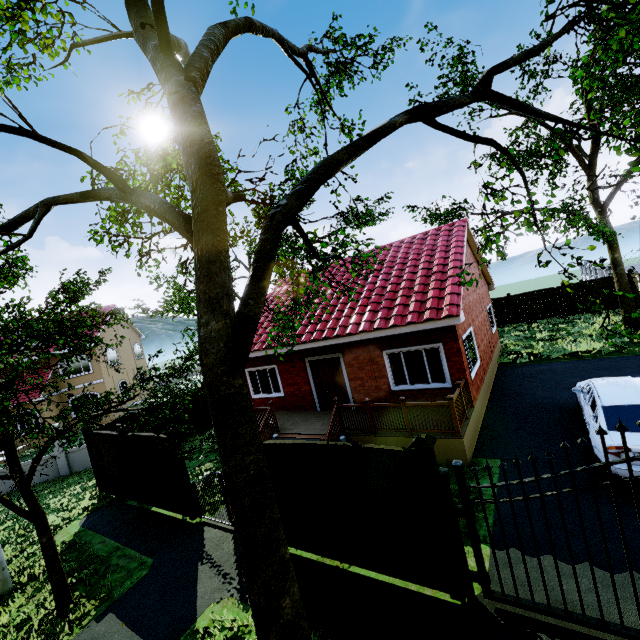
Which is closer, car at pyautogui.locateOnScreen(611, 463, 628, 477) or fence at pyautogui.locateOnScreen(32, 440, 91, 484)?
car at pyautogui.locateOnScreen(611, 463, 628, 477)

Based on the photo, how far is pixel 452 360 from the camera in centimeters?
986cm

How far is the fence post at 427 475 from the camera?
4.79m

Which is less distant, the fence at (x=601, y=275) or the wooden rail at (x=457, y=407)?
the wooden rail at (x=457, y=407)

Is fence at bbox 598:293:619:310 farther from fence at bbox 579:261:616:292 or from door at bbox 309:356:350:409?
door at bbox 309:356:350:409

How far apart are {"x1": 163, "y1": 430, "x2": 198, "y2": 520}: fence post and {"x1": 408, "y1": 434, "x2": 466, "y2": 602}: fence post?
6.64m

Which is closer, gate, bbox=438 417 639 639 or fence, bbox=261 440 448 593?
gate, bbox=438 417 639 639

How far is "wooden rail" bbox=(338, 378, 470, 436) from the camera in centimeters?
827cm
